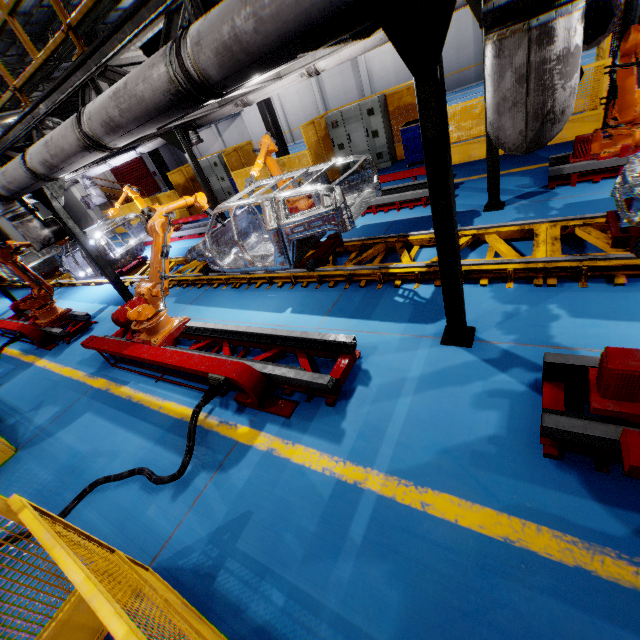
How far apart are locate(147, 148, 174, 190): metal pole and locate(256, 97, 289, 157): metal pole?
6.2m

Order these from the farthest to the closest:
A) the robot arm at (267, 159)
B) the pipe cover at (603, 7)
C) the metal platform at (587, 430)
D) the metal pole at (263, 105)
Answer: the metal pole at (263, 105), the robot arm at (267, 159), the pipe cover at (603, 7), the metal platform at (587, 430)

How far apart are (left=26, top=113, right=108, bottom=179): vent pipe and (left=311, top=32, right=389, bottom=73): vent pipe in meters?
3.7 m

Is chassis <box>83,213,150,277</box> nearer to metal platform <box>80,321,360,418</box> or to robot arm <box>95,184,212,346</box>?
robot arm <box>95,184,212,346</box>

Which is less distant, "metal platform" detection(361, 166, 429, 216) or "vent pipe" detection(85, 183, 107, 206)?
"metal platform" detection(361, 166, 429, 216)

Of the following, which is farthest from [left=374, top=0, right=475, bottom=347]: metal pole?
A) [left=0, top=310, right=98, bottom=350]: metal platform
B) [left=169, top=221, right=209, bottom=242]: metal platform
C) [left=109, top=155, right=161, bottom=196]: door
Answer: [left=109, top=155, right=161, bottom=196]: door

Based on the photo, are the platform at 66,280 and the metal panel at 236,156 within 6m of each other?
yes

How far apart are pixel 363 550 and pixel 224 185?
16.51m
